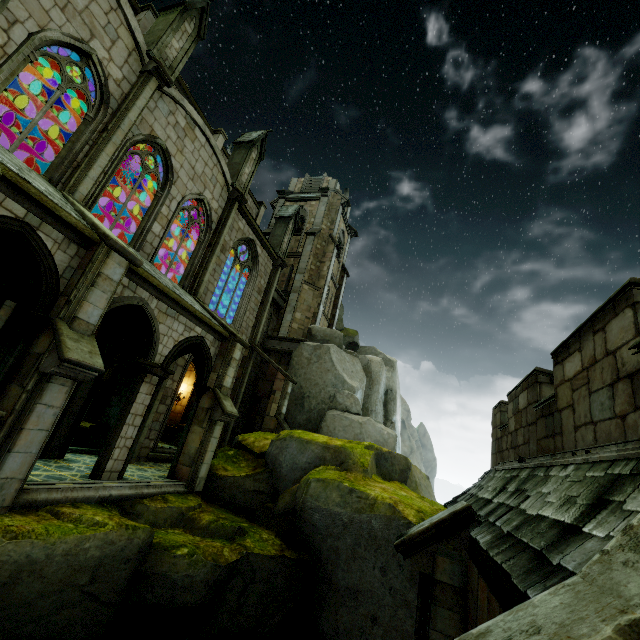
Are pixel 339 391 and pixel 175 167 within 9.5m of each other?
no

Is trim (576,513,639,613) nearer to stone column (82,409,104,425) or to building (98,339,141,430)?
building (98,339,141,430)

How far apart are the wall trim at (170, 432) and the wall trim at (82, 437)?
4.14m

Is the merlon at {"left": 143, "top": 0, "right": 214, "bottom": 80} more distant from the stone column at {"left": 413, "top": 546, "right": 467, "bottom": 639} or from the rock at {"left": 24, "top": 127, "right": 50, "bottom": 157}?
the stone column at {"left": 413, "top": 546, "right": 467, "bottom": 639}

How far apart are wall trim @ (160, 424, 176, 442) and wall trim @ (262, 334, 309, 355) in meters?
6.7 m

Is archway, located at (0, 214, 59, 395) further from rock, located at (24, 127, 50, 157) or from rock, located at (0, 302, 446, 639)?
rock, located at (0, 302, 446, 639)

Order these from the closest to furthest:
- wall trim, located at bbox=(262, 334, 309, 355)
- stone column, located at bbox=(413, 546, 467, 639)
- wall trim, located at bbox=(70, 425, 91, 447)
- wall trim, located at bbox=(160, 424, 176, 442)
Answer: stone column, located at bbox=(413, 546, 467, 639), wall trim, located at bbox=(70, 425, 91, 447), wall trim, located at bbox=(160, 424, 176, 442), wall trim, located at bbox=(262, 334, 309, 355)

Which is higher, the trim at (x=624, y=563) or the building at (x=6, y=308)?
the building at (x=6, y=308)
